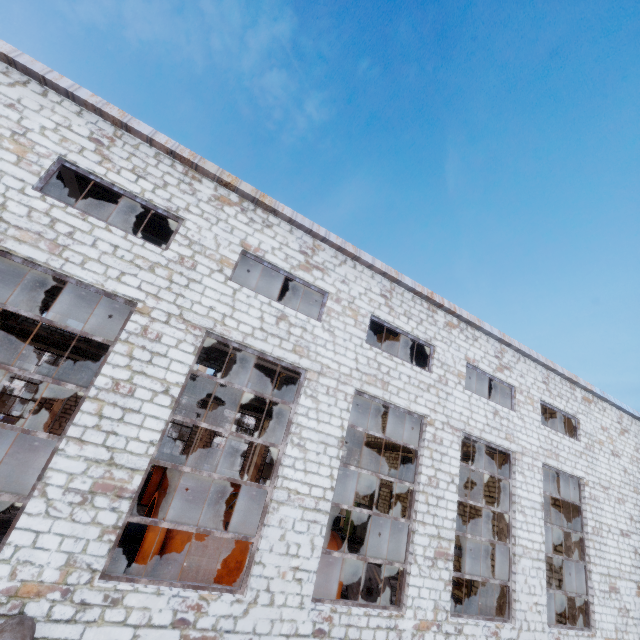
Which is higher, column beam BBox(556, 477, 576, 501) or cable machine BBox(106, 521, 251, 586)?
column beam BBox(556, 477, 576, 501)

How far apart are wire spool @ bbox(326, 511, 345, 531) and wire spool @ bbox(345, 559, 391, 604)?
11.7 meters

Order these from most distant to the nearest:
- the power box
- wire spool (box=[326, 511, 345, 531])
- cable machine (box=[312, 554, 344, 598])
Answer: the power box
wire spool (box=[326, 511, 345, 531])
cable machine (box=[312, 554, 344, 598])

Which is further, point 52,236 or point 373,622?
point 373,622

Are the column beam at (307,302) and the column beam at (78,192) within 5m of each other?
no

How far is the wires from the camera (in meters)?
18.09

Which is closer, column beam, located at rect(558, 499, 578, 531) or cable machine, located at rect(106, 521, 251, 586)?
cable machine, located at rect(106, 521, 251, 586)

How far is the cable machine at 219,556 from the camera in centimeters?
841cm
